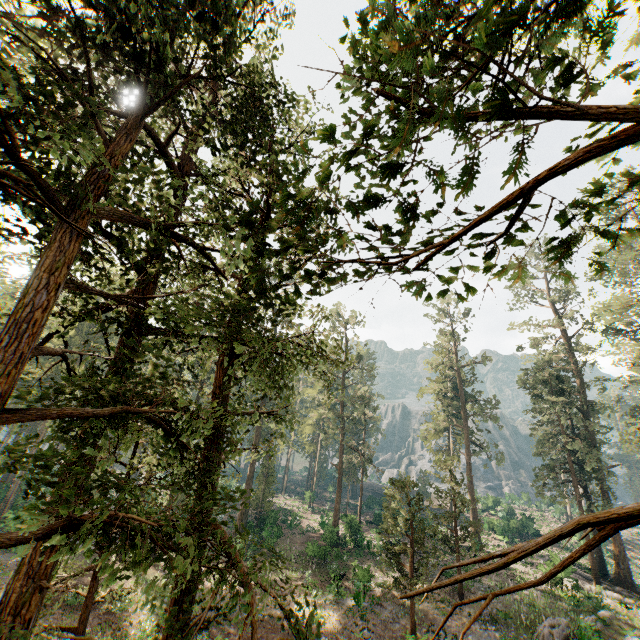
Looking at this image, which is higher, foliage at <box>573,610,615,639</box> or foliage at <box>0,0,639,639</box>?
foliage at <box>0,0,639,639</box>

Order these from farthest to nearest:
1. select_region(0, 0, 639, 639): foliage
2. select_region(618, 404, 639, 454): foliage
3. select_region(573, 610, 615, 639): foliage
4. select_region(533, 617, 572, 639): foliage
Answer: select_region(618, 404, 639, 454): foliage < select_region(533, 617, 572, 639): foliage < select_region(573, 610, 615, 639): foliage < select_region(0, 0, 639, 639): foliage

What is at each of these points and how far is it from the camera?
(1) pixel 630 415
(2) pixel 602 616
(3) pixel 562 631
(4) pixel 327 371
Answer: (1) foliage, 33.59m
(2) foliage, 22.70m
(3) foliage, 21.27m
(4) foliage, 46.47m

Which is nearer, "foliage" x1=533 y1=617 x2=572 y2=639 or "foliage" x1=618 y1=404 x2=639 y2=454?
"foliage" x1=533 y1=617 x2=572 y2=639

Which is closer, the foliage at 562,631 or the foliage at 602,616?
the foliage at 602,616

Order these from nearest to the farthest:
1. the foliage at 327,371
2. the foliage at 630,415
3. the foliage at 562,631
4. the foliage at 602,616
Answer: the foliage at 327,371, the foliage at 602,616, the foliage at 562,631, the foliage at 630,415
